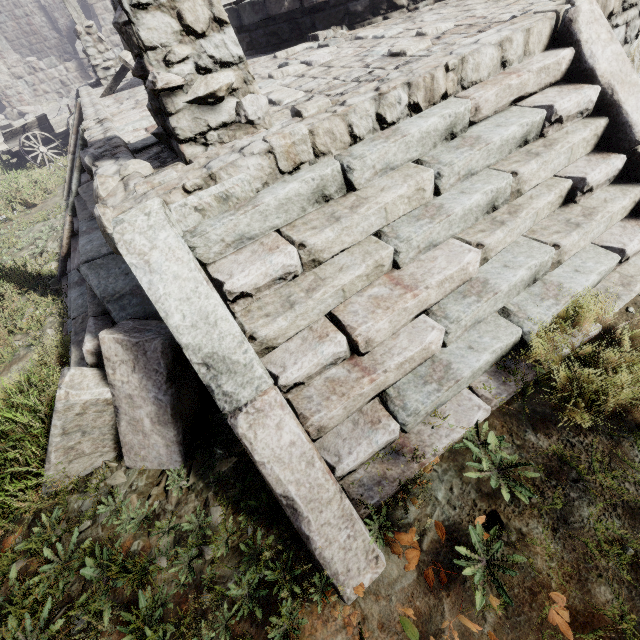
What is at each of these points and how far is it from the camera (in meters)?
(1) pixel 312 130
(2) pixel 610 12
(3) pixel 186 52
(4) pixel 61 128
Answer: (1) building base, 2.01
(2) building base, 2.78
(3) wooden lamp post, 2.02
(4) cart, 11.34

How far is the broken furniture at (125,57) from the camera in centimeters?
643cm

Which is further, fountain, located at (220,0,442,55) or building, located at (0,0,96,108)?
building, located at (0,0,96,108)

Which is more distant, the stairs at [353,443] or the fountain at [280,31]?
the fountain at [280,31]

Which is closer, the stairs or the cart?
the stairs

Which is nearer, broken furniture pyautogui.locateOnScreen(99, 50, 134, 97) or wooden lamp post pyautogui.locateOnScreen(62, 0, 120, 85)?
broken furniture pyautogui.locateOnScreen(99, 50, 134, 97)

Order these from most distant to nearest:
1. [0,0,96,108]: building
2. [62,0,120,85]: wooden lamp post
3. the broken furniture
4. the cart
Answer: [0,0,96,108]: building < the cart < [62,0,120,85]: wooden lamp post < the broken furniture

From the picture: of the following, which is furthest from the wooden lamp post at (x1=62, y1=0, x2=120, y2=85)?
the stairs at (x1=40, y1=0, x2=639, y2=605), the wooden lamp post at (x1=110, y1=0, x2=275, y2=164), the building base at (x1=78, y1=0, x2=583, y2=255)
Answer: the wooden lamp post at (x1=110, y1=0, x2=275, y2=164)
